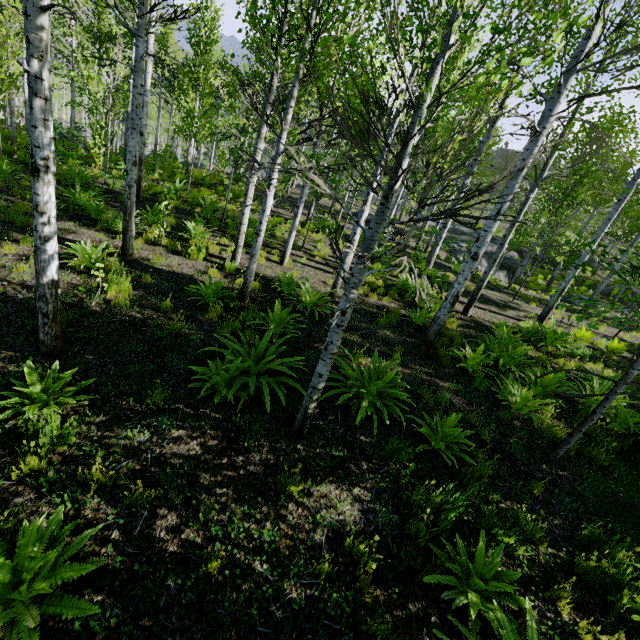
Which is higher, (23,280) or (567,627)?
(567,627)

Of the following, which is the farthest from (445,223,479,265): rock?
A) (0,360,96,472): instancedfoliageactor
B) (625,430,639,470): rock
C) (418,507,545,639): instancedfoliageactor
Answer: (0,360,96,472): instancedfoliageactor

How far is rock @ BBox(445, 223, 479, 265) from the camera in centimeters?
2408cm

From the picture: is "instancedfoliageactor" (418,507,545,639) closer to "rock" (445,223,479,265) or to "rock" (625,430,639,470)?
"rock" (625,430,639,470)

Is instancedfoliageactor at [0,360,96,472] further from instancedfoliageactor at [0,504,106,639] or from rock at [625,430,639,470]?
rock at [625,430,639,470]

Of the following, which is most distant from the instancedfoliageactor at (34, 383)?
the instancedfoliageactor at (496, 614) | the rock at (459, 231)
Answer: the rock at (459, 231)

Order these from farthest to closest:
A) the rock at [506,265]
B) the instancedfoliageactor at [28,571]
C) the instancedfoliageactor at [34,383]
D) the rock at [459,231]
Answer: the rock at [459,231] < the rock at [506,265] < the instancedfoliageactor at [34,383] < the instancedfoliageactor at [28,571]

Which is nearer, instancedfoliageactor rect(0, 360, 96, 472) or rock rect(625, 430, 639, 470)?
instancedfoliageactor rect(0, 360, 96, 472)
